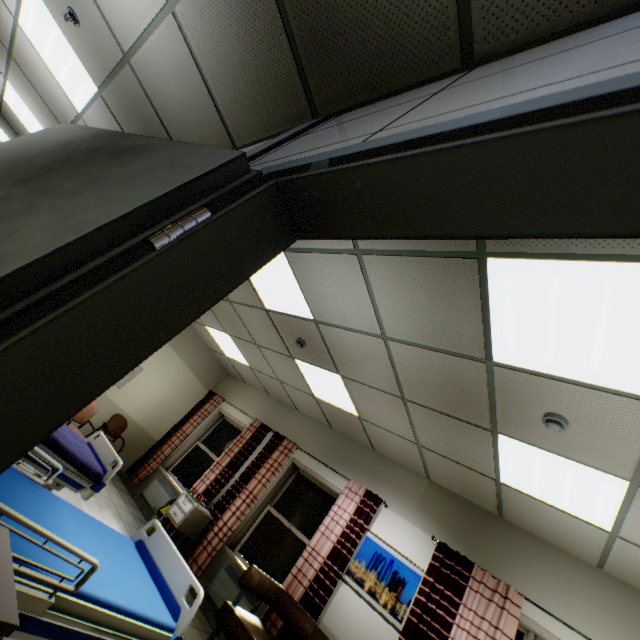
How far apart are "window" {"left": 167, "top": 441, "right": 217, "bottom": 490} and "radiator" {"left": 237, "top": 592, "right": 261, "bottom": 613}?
1.8 meters

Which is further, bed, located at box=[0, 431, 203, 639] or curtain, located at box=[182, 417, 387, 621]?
curtain, located at box=[182, 417, 387, 621]

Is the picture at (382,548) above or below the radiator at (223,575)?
above

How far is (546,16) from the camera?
1.26m

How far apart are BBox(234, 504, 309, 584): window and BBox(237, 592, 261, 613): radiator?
0.2m

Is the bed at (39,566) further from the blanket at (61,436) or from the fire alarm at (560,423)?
the fire alarm at (560,423)

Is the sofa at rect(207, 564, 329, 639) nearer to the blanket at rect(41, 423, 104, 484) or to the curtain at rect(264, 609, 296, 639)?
the curtain at rect(264, 609, 296, 639)

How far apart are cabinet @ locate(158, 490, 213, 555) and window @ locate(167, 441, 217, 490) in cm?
75
